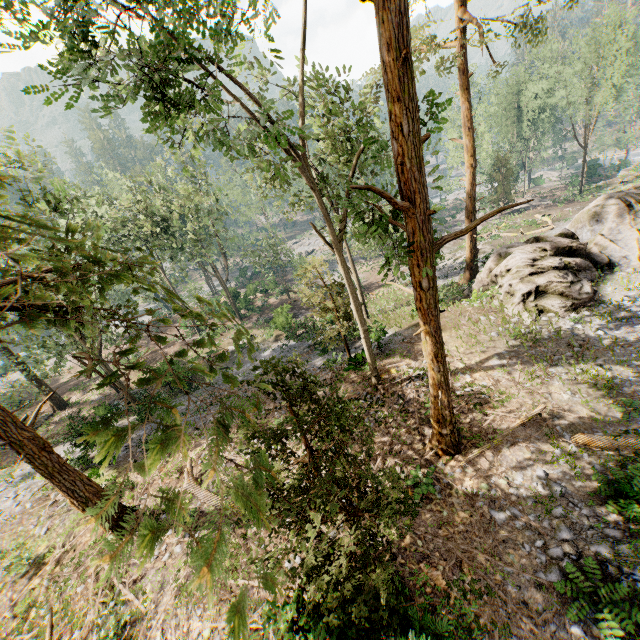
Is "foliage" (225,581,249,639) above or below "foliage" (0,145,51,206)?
below

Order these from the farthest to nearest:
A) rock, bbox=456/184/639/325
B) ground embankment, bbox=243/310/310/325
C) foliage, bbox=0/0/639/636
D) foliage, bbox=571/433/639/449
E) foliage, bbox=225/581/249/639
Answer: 1. ground embankment, bbox=243/310/310/325
2. rock, bbox=456/184/639/325
3. foliage, bbox=571/433/639/449
4. foliage, bbox=0/0/639/636
5. foliage, bbox=225/581/249/639

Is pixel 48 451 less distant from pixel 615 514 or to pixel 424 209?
pixel 424 209

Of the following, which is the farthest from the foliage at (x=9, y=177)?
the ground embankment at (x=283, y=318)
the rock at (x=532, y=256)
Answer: the ground embankment at (x=283, y=318)

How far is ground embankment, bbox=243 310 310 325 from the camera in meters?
28.3 m

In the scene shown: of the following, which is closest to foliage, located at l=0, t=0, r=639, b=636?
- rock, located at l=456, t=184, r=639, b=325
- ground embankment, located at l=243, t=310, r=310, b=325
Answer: rock, located at l=456, t=184, r=639, b=325

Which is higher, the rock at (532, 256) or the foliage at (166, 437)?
the foliage at (166, 437)
